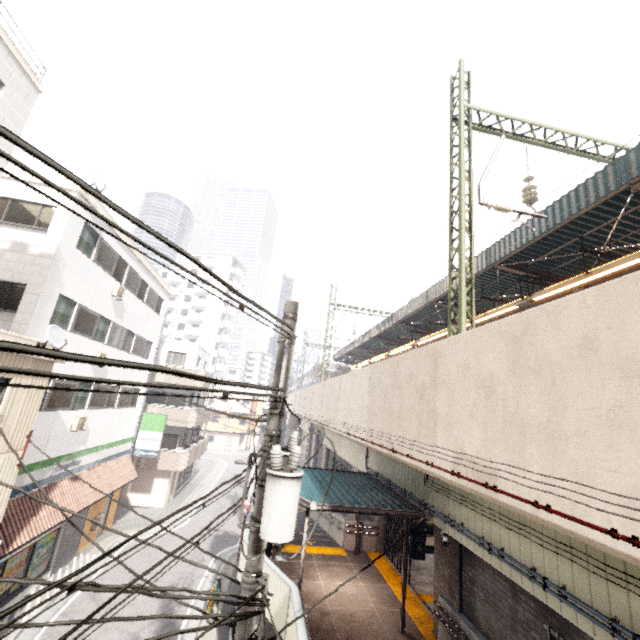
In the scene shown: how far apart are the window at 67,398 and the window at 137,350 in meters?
4.5 m

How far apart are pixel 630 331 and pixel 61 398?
16.60m

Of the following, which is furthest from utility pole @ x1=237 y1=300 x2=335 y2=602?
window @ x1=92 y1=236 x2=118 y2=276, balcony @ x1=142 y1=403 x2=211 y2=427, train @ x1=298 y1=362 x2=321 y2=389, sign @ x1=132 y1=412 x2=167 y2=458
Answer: train @ x1=298 y1=362 x2=321 y2=389

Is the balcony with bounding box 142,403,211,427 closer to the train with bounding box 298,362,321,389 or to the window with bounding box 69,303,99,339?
the train with bounding box 298,362,321,389

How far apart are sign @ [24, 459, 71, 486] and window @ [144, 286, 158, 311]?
7.71m

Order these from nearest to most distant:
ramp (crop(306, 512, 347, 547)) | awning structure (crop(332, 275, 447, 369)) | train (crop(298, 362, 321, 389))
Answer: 1. ramp (crop(306, 512, 347, 547))
2. awning structure (crop(332, 275, 447, 369))
3. train (crop(298, 362, 321, 389))

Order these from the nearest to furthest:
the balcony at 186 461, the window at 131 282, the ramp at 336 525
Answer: the ramp at 336 525
the window at 131 282
the balcony at 186 461

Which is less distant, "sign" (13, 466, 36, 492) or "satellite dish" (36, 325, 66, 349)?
"satellite dish" (36, 325, 66, 349)
